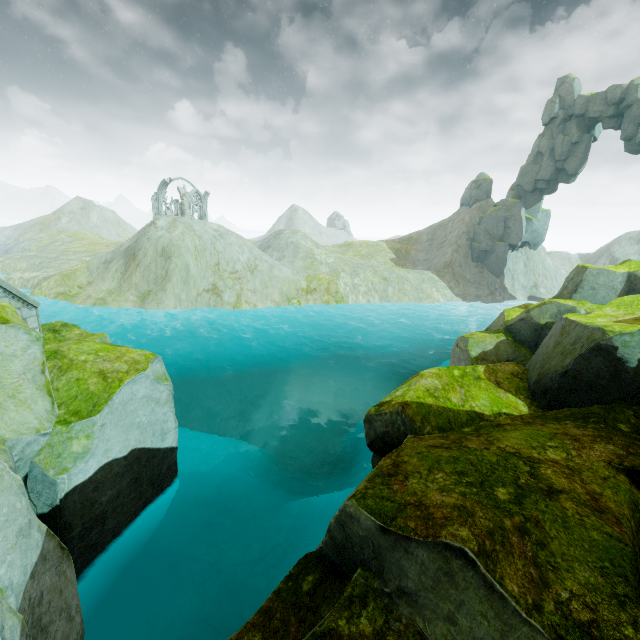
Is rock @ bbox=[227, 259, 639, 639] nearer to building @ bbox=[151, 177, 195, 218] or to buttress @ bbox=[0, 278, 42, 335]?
buttress @ bbox=[0, 278, 42, 335]

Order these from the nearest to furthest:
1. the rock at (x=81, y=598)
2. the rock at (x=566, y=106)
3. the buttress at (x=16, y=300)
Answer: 1. the rock at (x=81, y=598)
2. the buttress at (x=16, y=300)
3. the rock at (x=566, y=106)

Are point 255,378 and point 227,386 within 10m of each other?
yes

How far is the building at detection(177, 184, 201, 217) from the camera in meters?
56.1

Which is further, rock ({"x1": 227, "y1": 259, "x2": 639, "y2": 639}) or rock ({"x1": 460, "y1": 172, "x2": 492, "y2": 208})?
rock ({"x1": 460, "y1": 172, "x2": 492, "y2": 208})

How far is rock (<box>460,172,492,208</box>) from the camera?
53.3m

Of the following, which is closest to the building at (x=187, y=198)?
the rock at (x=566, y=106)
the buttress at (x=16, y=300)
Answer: the rock at (x=566, y=106)

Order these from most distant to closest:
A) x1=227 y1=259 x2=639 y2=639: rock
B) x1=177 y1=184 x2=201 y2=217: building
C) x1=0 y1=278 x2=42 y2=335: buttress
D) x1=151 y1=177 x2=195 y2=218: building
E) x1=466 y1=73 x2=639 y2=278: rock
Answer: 1. x1=151 y1=177 x2=195 y2=218: building
2. x1=177 y1=184 x2=201 y2=217: building
3. x1=466 y1=73 x2=639 y2=278: rock
4. x1=0 y1=278 x2=42 y2=335: buttress
5. x1=227 y1=259 x2=639 y2=639: rock
